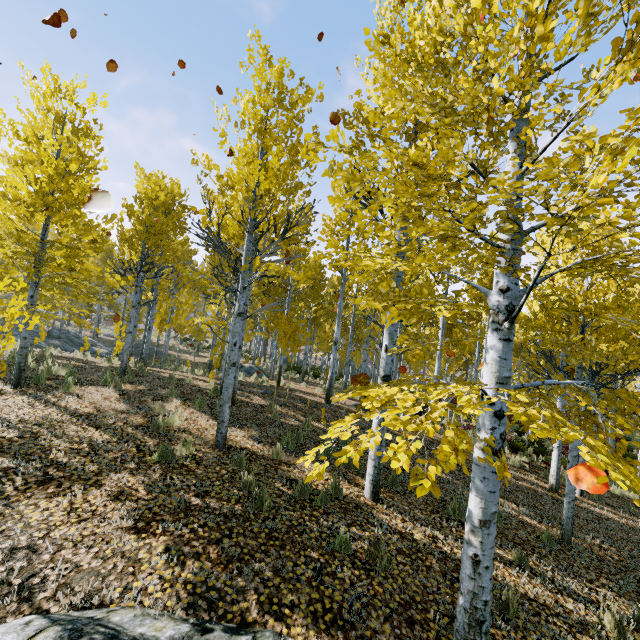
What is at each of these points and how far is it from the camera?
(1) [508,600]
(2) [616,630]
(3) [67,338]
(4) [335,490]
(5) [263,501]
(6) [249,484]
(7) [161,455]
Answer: (1) instancedfoliageactor, 4.0m
(2) instancedfoliageactor, 4.1m
(3) rock, 18.9m
(4) instancedfoliageactor, 5.5m
(5) instancedfoliageactor, 4.6m
(6) instancedfoliageactor, 5.1m
(7) instancedfoliageactor, 5.3m

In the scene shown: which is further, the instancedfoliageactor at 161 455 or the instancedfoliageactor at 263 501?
the instancedfoliageactor at 161 455

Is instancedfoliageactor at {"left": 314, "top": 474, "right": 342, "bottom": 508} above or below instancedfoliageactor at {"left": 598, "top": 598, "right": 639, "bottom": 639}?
above

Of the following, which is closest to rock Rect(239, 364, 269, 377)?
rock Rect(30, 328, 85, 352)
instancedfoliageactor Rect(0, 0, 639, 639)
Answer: instancedfoliageactor Rect(0, 0, 639, 639)

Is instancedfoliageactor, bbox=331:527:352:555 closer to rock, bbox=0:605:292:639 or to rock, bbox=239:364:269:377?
rock, bbox=0:605:292:639

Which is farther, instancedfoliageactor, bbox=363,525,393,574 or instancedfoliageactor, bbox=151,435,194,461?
instancedfoliageactor, bbox=151,435,194,461

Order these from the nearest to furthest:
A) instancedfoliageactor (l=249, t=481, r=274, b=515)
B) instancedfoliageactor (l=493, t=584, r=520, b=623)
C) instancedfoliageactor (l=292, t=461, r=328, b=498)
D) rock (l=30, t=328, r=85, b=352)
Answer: instancedfoliageactor (l=292, t=461, r=328, b=498), instancedfoliageactor (l=493, t=584, r=520, b=623), instancedfoliageactor (l=249, t=481, r=274, b=515), rock (l=30, t=328, r=85, b=352)

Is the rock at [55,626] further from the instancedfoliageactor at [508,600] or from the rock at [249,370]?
the rock at [249,370]
